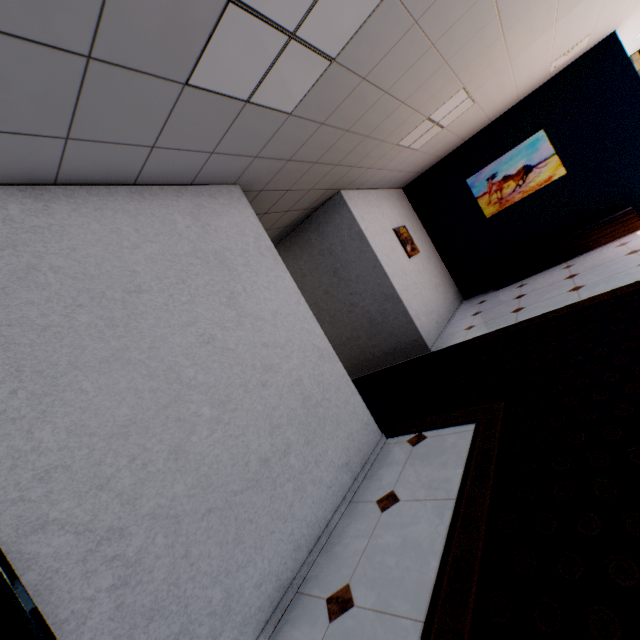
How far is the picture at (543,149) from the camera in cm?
592

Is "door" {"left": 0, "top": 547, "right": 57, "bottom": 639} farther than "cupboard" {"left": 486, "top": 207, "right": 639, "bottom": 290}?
No

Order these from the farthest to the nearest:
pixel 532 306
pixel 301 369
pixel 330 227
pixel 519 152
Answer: pixel 519 152 → pixel 330 227 → pixel 532 306 → pixel 301 369

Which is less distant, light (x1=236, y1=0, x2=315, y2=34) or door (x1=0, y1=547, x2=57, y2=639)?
door (x1=0, y1=547, x2=57, y2=639)

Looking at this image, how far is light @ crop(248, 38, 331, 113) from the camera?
2.05m

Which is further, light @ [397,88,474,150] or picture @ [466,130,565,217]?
picture @ [466,130,565,217]

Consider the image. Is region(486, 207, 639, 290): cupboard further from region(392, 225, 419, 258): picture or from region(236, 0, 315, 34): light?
region(236, 0, 315, 34): light

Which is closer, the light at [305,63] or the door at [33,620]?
the door at [33,620]
